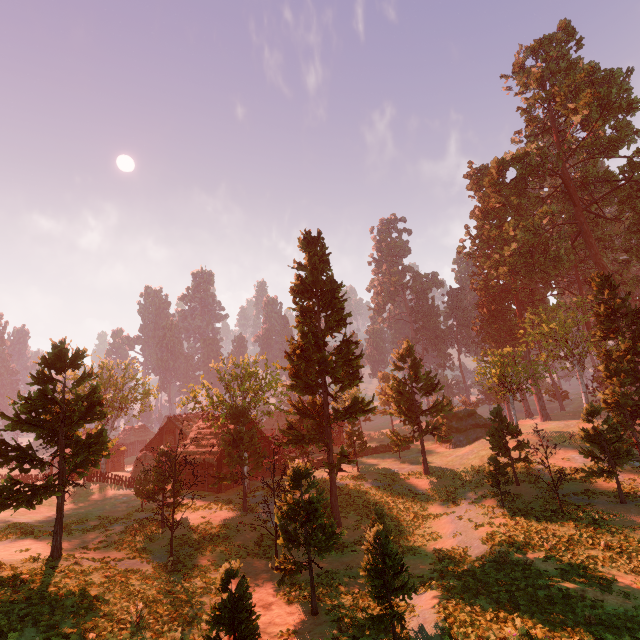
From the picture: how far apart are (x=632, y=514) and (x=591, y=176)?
40.34m

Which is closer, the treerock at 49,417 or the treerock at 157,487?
the treerock at 49,417

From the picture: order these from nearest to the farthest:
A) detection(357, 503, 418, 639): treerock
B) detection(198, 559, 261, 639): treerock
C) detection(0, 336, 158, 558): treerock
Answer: detection(198, 559, 261, 639): treerock → detection(357, 503, 418, 639): treerock → detection(0, 336, 158, 558): treerock

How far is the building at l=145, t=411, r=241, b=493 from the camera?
34.47m

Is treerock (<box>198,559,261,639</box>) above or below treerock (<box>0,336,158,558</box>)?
below

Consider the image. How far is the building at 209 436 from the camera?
34.5m

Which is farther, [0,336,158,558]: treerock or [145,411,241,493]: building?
[145,411,241,493]: building

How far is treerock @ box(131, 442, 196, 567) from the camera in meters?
19.1 m
